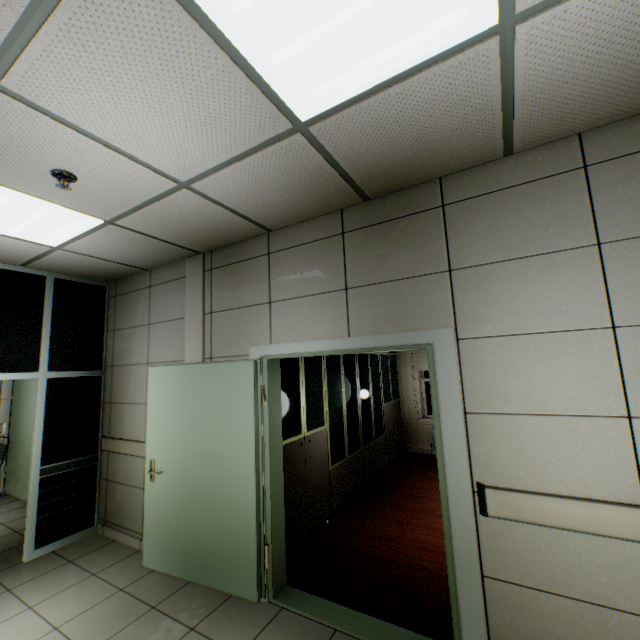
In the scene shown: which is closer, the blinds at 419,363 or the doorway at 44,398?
the doorway at 44,398

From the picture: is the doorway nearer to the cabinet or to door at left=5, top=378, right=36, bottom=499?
door at left=5, top=378, right=36, bottom=499

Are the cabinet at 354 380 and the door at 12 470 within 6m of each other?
yes

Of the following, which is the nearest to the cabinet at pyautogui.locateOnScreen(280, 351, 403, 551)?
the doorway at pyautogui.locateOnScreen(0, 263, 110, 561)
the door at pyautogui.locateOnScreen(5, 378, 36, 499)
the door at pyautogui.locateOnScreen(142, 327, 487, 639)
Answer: the door at pyautogui.locateOnScreen(142, 327, 487, 639)

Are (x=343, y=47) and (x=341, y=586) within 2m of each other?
no

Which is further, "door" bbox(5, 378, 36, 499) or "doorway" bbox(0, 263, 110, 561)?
"door" bbox(5, 378, 36, 499)

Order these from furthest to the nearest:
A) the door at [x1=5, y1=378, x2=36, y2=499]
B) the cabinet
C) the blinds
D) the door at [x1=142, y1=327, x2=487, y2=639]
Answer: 1. the blinds
2. the door at [x1=5, y1=378, x2=36, y2=499]
3. the cabinet
4. the door at [x1=142, y1=327, x2=487, y2=639]

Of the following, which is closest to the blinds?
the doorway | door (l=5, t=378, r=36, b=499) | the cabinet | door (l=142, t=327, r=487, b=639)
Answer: the cabinet
